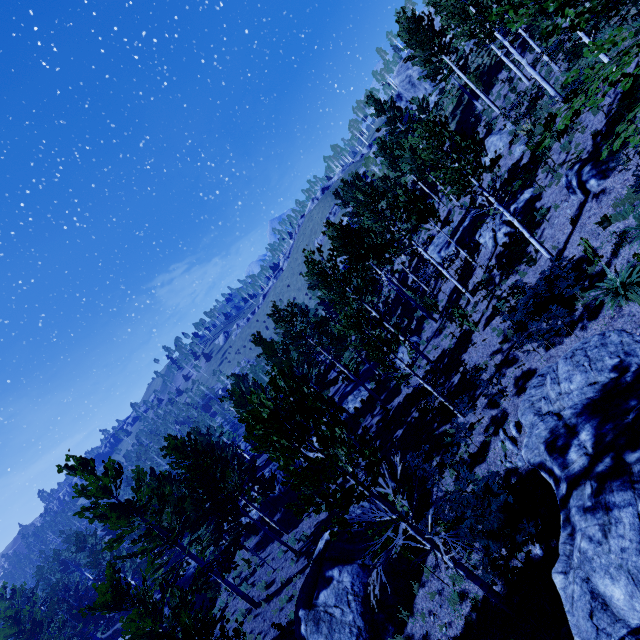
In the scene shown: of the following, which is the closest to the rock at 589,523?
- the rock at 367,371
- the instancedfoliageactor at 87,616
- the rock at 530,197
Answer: the instancedfoliageactor at 87,616

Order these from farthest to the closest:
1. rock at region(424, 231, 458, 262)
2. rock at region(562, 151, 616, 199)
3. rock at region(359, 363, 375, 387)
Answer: rock at region(359, 363, 375, 387), rock at region(424, 231, 458, 262), rock at region(562, 151, 616, 199)

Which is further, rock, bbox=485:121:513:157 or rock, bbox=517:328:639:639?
rock, bbox=485:121:513:157

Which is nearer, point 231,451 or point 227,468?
point 227,468

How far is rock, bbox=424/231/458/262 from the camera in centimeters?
2384cm

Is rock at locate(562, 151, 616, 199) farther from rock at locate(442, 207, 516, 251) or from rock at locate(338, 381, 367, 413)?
rock at locate(338, 381, 367, 413)

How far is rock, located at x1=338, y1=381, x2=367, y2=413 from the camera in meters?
28.8 m

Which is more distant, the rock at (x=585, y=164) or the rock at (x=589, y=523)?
the rock at (x=585, y=164)
